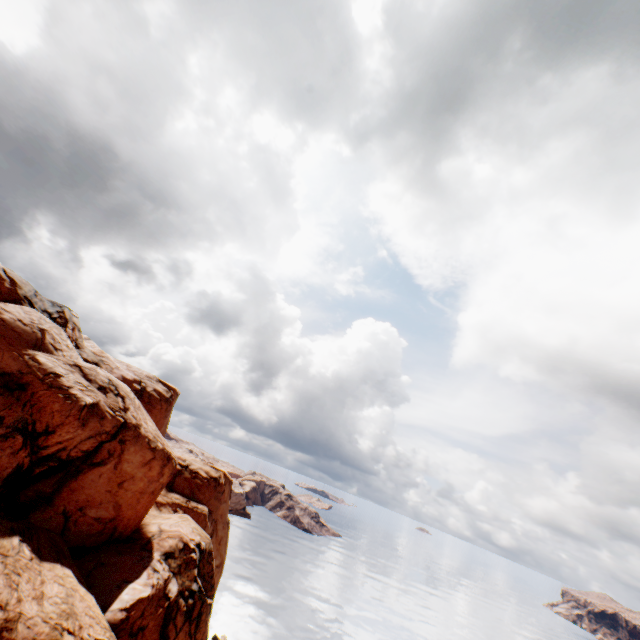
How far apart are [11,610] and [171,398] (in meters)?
26.45
